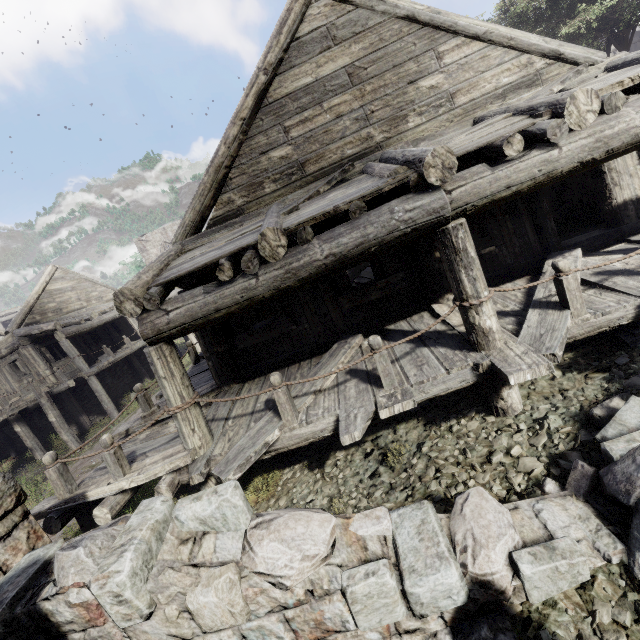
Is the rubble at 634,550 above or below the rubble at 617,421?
below

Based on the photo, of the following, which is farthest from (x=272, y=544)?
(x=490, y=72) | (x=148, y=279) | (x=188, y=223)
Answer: (x=490, y=72)

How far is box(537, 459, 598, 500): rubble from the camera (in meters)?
3.11

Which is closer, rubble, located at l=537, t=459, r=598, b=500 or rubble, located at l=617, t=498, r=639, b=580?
rubble, located at l=617, t=498, r=639, b=580

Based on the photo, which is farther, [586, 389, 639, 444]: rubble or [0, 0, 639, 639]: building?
[586, 389, 639, 444]: rubble

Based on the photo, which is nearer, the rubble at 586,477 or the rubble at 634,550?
the rubble at 634,550

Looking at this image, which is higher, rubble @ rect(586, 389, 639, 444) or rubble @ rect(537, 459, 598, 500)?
rubble @ rect(586, 389, 639, 444)
